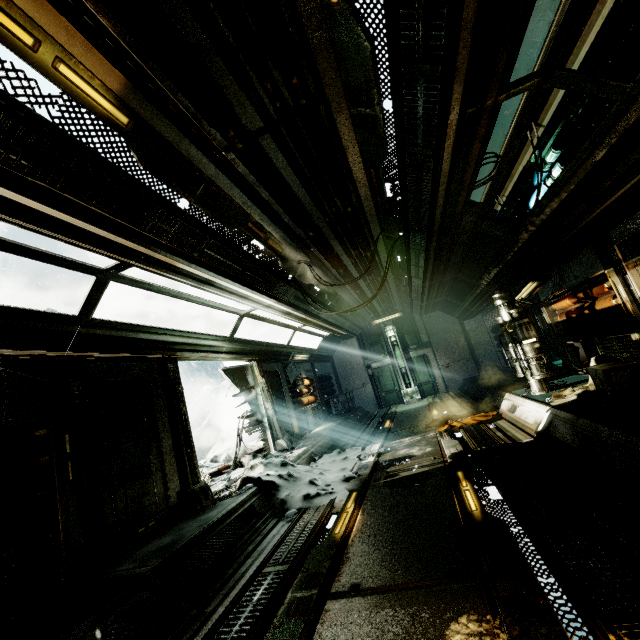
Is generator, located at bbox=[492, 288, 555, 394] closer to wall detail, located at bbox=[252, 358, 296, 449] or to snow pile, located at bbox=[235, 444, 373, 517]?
snow pile, located at bbox=[235, 444, 373, 517]

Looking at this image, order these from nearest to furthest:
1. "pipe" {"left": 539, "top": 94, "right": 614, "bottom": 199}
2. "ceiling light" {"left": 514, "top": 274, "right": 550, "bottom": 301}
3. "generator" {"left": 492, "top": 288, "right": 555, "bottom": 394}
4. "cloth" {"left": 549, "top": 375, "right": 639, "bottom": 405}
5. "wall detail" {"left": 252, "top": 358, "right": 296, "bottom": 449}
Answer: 1. "pipe" {"left": 539, "top": 94, "right": 614, "bottom": 199}
2. "cloth" {"left": 549, "top": 375, "right": 639, "bottom": 405}
3. "generator" {"left": 492, "top": 288, "right": 555, "bottom": 394}
4. "ceiling light" {"left": 514, "top": 274, "right": 550, "bottom": 301}
5. "wall detail" {"left": 252, "top": 358, "right": 296, "bottom": 449}

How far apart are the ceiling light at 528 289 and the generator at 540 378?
1.1m

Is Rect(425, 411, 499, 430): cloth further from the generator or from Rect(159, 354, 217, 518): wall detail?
Rect(159, 354, 217, 518): wall detail

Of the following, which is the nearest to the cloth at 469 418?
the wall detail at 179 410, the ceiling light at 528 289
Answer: the ceiling light at 528 289

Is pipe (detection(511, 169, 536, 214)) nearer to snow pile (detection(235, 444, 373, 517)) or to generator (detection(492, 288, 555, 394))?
generator (detection(492, 288, 555, 394))

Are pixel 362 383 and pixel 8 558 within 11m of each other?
no

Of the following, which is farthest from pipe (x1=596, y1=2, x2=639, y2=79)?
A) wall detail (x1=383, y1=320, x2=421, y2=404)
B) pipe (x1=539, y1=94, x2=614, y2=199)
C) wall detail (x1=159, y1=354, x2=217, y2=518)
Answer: wall detail (x1=383, y1=320, x2=421, y2=404)
